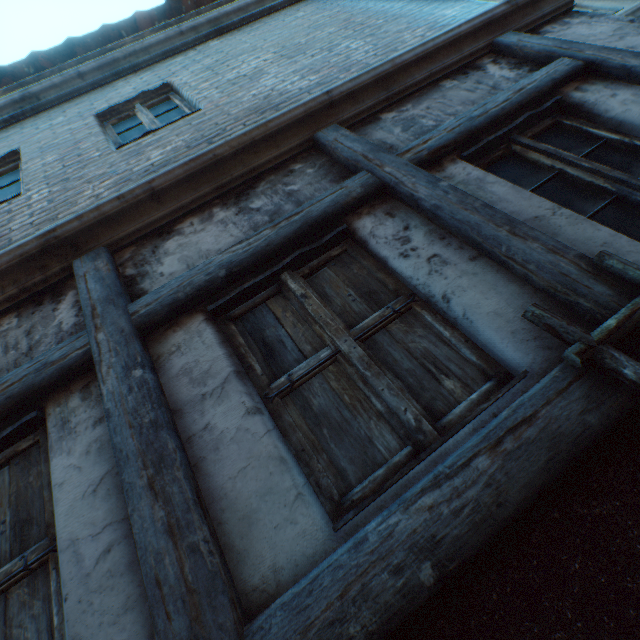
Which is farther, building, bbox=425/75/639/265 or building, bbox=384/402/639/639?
building, bbox=425/75/639/265

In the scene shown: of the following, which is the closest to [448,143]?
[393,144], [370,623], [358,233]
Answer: [393,144]

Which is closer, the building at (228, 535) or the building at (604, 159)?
the building at (228, 535)

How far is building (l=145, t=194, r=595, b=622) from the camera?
1.21m

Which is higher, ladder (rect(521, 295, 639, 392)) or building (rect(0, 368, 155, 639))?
building (rect(0, 368, 155, 639))
